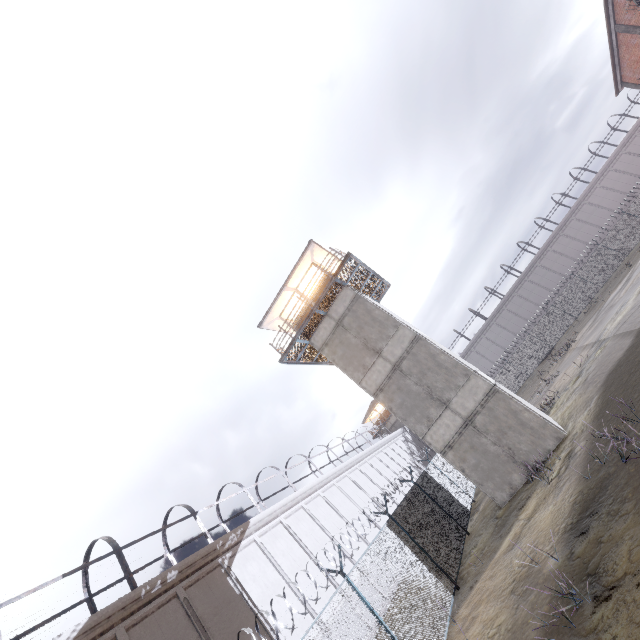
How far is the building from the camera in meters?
13.3

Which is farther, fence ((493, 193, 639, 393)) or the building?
fence ((493, 193, 639, 393))

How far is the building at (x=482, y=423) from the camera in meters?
13.3

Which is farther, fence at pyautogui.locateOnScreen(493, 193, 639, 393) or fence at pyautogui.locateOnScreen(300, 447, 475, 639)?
fence at pyautogui.locateOnScreen(493, 193, 639, 393)

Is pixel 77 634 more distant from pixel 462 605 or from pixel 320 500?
pixel 320 500

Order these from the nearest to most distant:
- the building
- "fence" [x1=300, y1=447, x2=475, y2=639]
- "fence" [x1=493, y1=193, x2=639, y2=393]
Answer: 1. "fence" [x1=300, y1=447, x2=475, y2=639]
2. the building
3. "fence" [x1=493, y1=193, x2=639, y2=393]

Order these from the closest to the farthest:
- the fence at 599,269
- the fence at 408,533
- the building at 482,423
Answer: the fence at 408,533 < the building at 482,423 < the fence at 599,269
